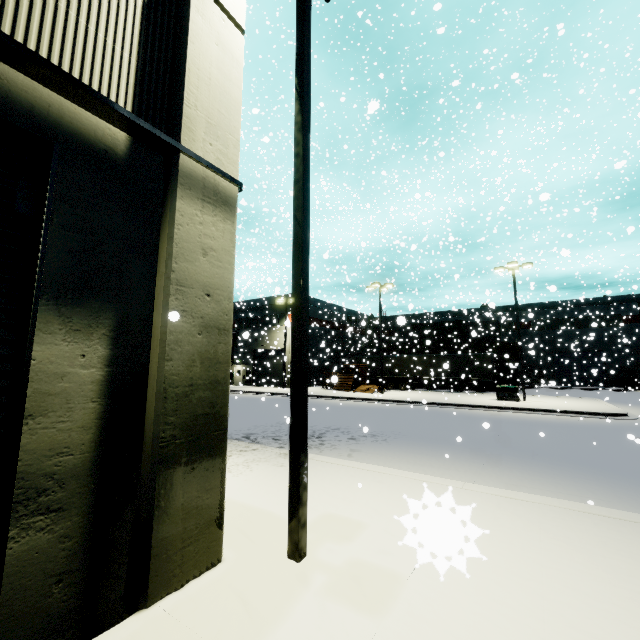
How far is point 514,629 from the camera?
2.9m

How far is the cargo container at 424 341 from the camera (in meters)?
34.81

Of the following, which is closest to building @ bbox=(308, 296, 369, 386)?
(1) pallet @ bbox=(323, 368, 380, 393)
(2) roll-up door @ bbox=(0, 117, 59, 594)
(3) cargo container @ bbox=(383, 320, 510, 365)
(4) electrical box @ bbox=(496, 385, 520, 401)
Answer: (2) roll-up door @ bbox=(0, 117, 59, 594)

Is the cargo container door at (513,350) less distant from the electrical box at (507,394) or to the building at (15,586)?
the building at (15,586)

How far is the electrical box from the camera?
22.39m

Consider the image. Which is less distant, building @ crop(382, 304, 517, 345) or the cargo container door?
building @ crop(382, 304, 517, 345)

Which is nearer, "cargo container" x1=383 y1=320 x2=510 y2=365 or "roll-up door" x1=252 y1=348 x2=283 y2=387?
"cargo container" x1=383 y1=320 x2=510 y2=365

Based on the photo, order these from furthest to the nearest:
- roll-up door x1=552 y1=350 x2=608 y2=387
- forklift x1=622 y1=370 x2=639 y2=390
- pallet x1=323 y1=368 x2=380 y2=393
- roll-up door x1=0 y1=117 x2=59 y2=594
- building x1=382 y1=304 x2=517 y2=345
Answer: roll-up door x1=552 y1=350 x2=608 y2=387 < forklift x1=622 y1=370 x2=639 y2=390 < building x1=382 y1=304 x2=517 y2=345 < pallet x1=323 y1=368 x2=380 y2=393 < roll-up door x1=0 y1=117 x2=59 y2=594
